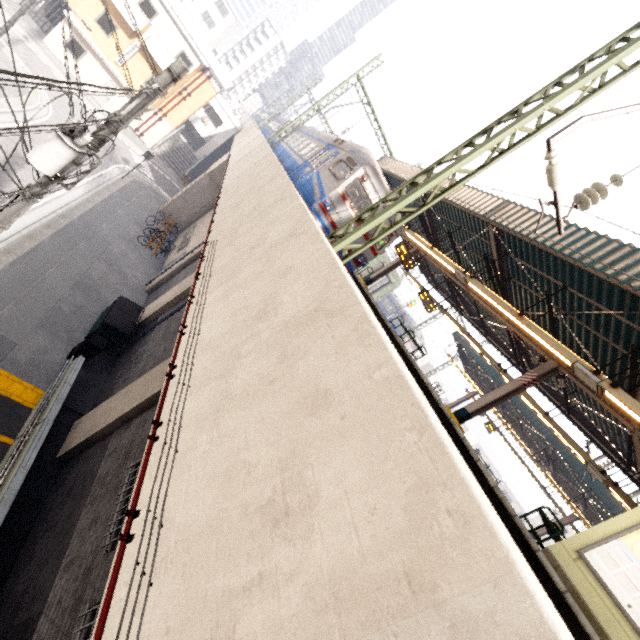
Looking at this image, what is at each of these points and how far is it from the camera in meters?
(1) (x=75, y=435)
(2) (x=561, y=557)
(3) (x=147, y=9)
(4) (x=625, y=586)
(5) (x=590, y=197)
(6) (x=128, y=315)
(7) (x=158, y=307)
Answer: (1) concrete pillar, 9.7 m
(2) elevator, 6.4 m
(3) window, 24.2 m
(4) sign, 5.7 m
(5) power line, 6.8 m
(6) dumpster, 13.4 m
(7) concrete pillar, 14.0 m

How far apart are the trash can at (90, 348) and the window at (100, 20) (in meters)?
26.99

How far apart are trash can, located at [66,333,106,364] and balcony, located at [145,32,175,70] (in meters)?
24.70

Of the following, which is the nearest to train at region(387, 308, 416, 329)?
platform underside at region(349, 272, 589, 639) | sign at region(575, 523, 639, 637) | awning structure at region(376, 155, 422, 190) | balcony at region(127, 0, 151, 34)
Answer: awning structure at region(376, 155, 422, 190)

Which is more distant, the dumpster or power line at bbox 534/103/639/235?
the dumpster

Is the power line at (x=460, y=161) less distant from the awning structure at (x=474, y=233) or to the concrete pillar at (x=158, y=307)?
the awning structure at (x=474, y=233)

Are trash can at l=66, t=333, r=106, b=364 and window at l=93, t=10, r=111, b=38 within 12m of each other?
no

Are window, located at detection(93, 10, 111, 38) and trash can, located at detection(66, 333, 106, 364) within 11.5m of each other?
no
